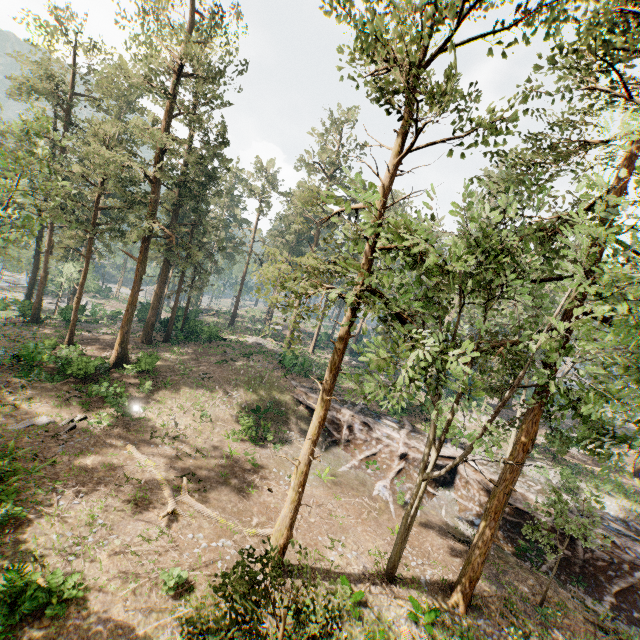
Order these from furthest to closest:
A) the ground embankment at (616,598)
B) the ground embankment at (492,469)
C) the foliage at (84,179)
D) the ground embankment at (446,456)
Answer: the ground embankment at (446,456) < the ground embankment at (492,469) < the ground embankment at (616,598) < the foliage at (84,179)

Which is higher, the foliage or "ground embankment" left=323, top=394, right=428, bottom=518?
the foliage

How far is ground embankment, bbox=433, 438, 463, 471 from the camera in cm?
2534

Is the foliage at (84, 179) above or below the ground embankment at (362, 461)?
above

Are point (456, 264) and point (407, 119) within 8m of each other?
yes

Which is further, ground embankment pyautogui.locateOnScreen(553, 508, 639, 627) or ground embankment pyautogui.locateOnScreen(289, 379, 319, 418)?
ground embankment pyautogui.locateOnScreen(289, 379, 319, 418)

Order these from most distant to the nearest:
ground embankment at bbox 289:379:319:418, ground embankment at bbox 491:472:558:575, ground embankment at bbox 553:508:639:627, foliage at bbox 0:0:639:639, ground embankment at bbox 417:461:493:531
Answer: ground embankment at bbox 289:379:319:418 → ground embankment at bbox 417:461:493:531 → ground embankment at bbox 491:472:558:575 → ground embankment at bbox 553:508:639:627 → foliage at bbox 0:0:639:639
